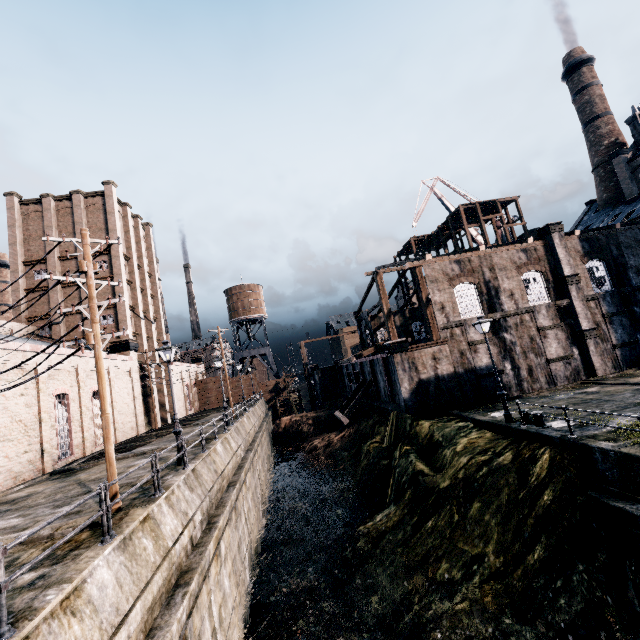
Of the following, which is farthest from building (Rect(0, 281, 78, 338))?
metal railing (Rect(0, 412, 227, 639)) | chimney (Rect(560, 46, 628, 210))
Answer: chimney (Rect(560, 46, 628, 210))

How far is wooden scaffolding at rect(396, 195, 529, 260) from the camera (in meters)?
43.31

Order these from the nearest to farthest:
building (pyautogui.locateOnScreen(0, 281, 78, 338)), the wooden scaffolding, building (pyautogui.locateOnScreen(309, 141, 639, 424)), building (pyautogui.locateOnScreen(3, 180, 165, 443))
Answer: building (pyautogui.locateOnScreen(309, 141, 639, 424)) → building (pyautogui.locateOnScreen(0, 281, 78, 338)) → building (pyautogui.locateOnScreen(3, 180, 165, 443)) → the wooden scaffolding

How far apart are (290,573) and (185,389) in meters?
39.1

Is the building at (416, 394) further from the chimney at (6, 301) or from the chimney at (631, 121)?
the chimney at (6, 301)

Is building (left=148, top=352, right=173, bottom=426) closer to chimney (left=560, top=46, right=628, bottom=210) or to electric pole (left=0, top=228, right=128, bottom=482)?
electric pole (left=0, top=228, right=128, bottom=482)

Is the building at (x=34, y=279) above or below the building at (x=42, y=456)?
above

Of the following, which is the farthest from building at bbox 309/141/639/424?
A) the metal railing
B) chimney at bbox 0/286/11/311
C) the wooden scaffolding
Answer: chimney at bbox 0/286/11/311
